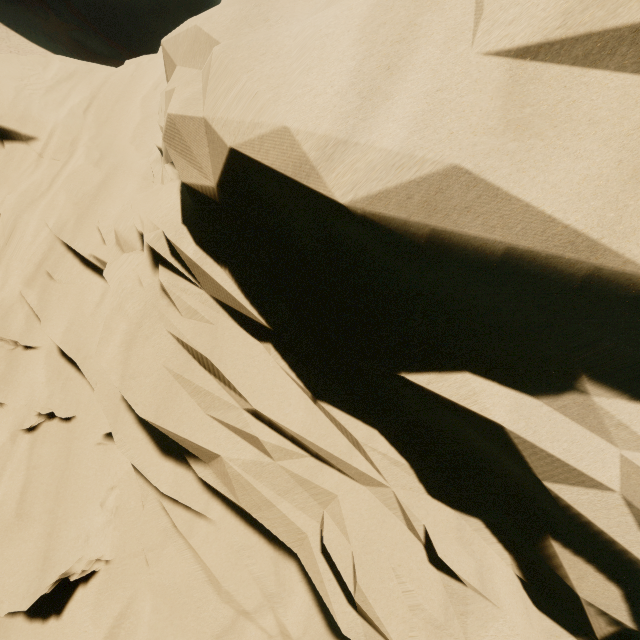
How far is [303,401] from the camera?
4.5m
